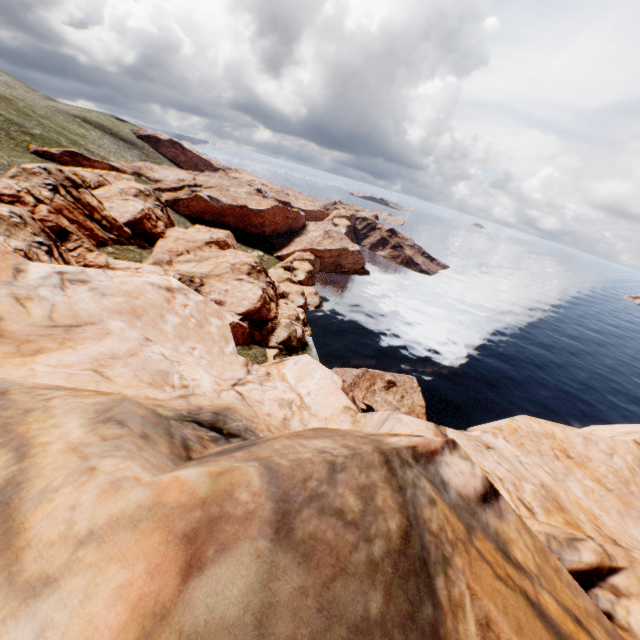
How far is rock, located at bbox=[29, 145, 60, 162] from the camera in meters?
57.2

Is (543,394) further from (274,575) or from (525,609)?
(274,575)

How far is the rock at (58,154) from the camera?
57.2 meters

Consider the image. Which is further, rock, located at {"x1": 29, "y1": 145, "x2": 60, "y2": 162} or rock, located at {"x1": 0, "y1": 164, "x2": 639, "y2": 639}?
rock, located at {"x1": 29, "y1": 145, "x2": 60, "y2": 162}

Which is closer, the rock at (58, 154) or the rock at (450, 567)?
the rock at (450, 567)
